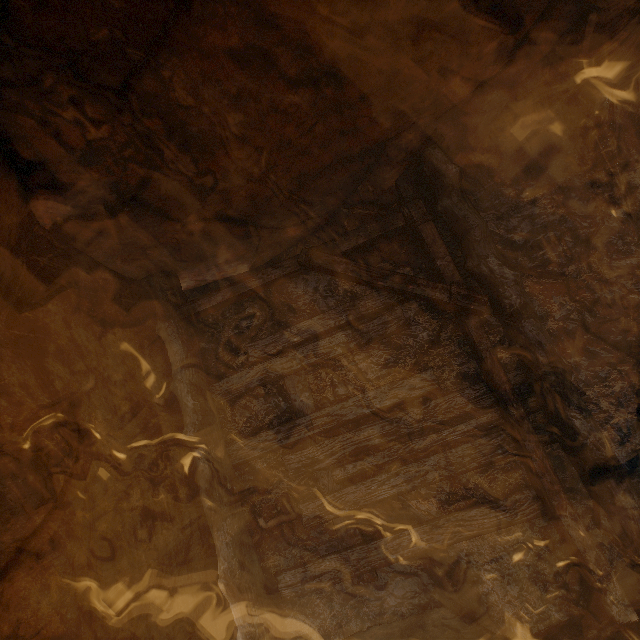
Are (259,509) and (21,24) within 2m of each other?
no
